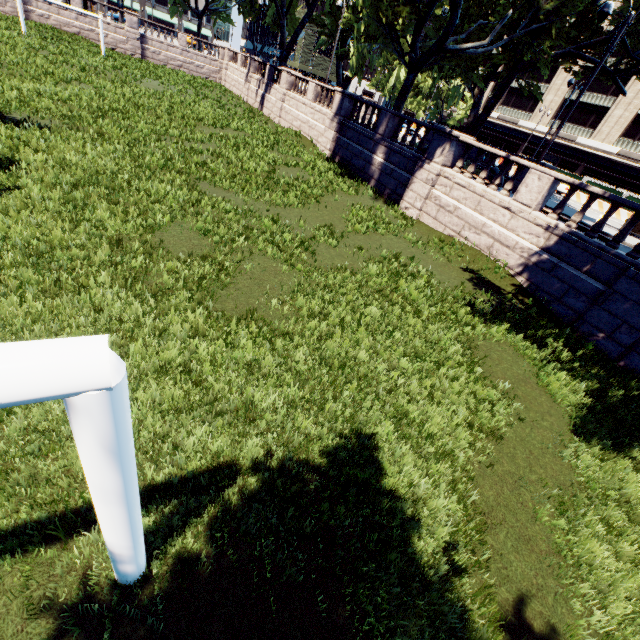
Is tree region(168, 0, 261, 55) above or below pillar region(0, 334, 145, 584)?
above

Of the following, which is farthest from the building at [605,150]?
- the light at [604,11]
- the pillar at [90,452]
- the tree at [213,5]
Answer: the pillar at [90,452]

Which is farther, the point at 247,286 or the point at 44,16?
the point at 44,16

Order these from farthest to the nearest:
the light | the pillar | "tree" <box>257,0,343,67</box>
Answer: "tree" <box>257,0,343,67</box> → the light → the pillar

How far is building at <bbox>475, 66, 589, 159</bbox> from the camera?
47.0m

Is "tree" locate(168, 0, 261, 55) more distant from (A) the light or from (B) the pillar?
(B) the pillar

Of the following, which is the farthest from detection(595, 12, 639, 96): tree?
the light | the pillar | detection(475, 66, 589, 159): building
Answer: detection(475, 66, 589, 159): building

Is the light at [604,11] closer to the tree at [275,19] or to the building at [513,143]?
the tree at [275,19]
